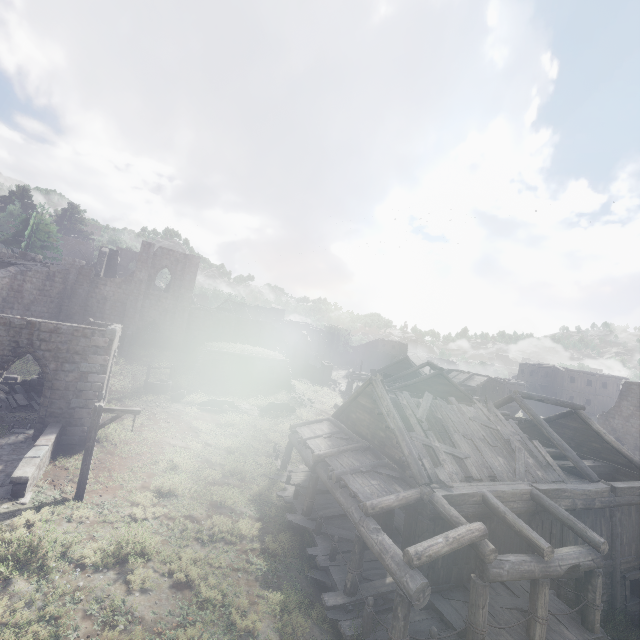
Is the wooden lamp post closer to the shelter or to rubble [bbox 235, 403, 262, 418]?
rubble [bbox 235, 403, 262, 418]

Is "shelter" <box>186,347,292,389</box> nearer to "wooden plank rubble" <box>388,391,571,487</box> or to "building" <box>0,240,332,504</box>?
"building" <box>0,240,332,504</box>

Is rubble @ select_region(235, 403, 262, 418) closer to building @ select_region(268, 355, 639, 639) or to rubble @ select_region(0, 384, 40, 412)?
building @ select_region(268, 355, 639, 639)

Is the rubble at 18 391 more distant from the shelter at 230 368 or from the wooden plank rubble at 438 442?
the wooden plank rubble at 438 442

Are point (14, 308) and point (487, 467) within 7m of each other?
no

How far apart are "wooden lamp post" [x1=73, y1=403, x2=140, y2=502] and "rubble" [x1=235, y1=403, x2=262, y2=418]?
12.80m

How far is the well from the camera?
24.19m

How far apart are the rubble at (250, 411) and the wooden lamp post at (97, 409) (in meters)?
12.80
